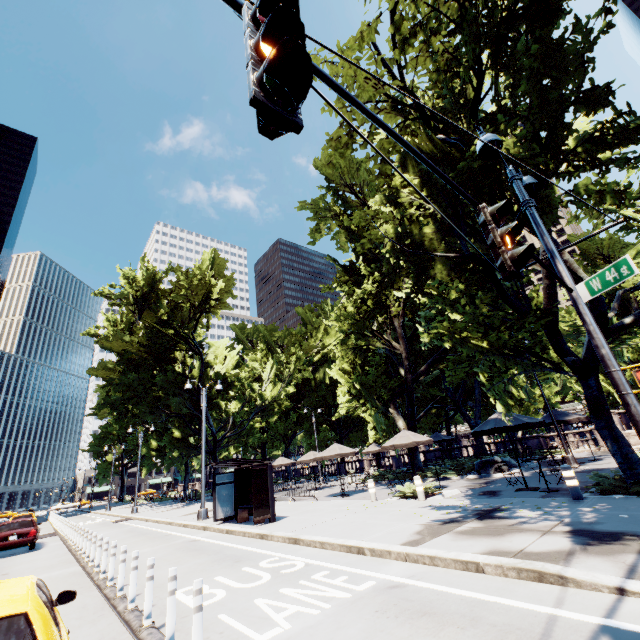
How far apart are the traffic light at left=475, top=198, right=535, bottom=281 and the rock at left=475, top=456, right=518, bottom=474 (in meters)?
19.23

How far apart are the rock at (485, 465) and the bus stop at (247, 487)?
12.7m

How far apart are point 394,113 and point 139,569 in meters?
15.4

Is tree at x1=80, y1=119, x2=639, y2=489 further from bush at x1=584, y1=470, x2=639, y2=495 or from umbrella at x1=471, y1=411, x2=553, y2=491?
umbrella at x1=471, y1=411, x2=553, y2=491

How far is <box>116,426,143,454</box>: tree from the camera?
57.67m

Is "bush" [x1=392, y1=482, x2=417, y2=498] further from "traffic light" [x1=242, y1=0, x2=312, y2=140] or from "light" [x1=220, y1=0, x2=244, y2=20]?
"traffic light" [x1=242, y1=0, x2=312, y2=140]

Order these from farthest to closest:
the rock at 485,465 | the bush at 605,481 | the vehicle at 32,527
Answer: the rock at 485,465
the vehicle at 32,527
the bush at 605,481

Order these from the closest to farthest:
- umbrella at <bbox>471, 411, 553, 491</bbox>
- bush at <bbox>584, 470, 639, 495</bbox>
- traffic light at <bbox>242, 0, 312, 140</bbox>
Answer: traffic light at <bbox>242, 0, 312, 140</bbox> → bush at <bbox>584, 470, 639, 495</bbox> → umbrella at <bbox>471, 411, 553, 491</bbox>
